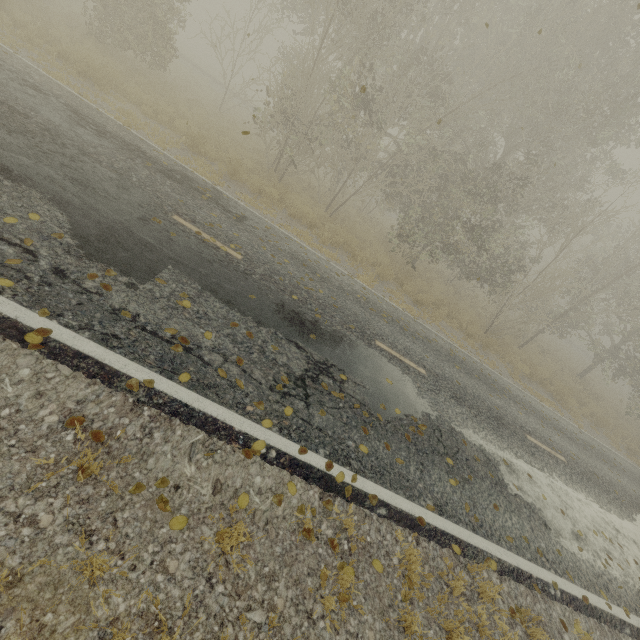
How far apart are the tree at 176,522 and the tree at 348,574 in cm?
164

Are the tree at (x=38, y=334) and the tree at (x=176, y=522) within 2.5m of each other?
yes

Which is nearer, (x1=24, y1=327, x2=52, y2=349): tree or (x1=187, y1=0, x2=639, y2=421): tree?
(x1=24, y1=327, x2=52, y2=349): tree

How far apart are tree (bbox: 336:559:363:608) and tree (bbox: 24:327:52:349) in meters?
3.8 m

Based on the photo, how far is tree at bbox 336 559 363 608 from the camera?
3.10m

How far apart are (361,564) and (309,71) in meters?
15.5

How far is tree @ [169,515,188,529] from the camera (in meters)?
2.76

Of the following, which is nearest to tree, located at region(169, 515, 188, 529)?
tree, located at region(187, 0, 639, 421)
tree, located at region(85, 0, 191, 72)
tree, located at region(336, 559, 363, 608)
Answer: tree, located at region(336, 559, 363, 608)
